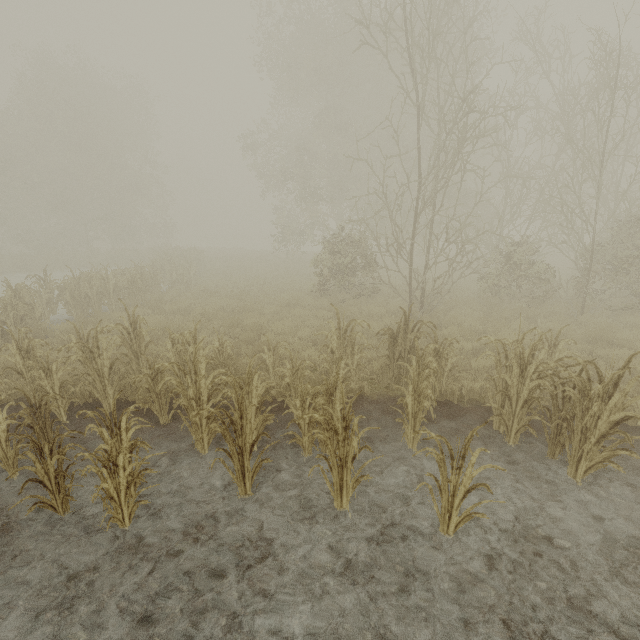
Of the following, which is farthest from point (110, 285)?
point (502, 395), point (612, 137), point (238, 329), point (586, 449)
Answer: point (612, 137)
